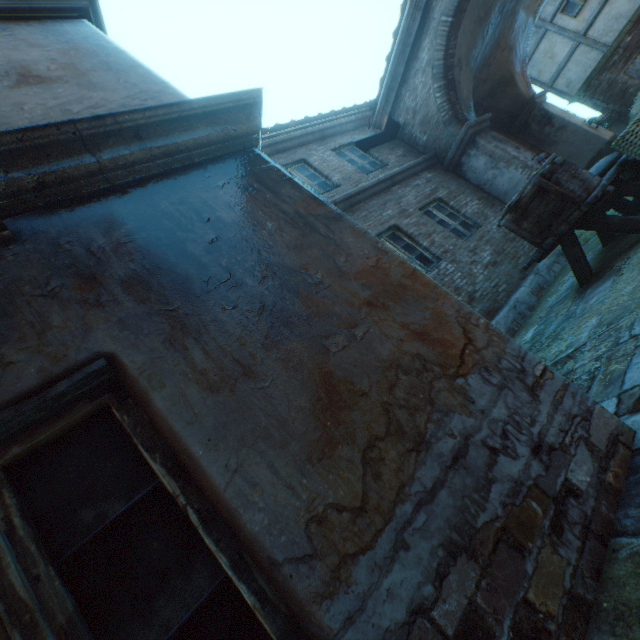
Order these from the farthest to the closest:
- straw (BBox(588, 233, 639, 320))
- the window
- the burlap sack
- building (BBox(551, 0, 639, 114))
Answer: the window
building (BBox(551, 0, 639, 114))
the burlap sack
straw (BBox(588, 233, 639, 320))

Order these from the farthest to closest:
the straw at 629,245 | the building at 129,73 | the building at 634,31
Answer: the building at 634,31 → the straw at 629,245 → the building at 129,73

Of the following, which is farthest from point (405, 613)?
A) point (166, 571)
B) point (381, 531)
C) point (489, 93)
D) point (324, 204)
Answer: point (489, 93)

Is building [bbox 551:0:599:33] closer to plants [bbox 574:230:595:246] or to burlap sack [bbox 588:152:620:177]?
plants [bbox 574:230:595:246]

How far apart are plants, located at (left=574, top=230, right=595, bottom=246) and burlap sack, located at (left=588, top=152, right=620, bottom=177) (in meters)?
2.43

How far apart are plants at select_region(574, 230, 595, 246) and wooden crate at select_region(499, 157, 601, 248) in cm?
356

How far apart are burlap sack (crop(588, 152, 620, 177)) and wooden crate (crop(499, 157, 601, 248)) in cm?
85

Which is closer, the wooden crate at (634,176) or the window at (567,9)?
the wooden crate at (634,176)
